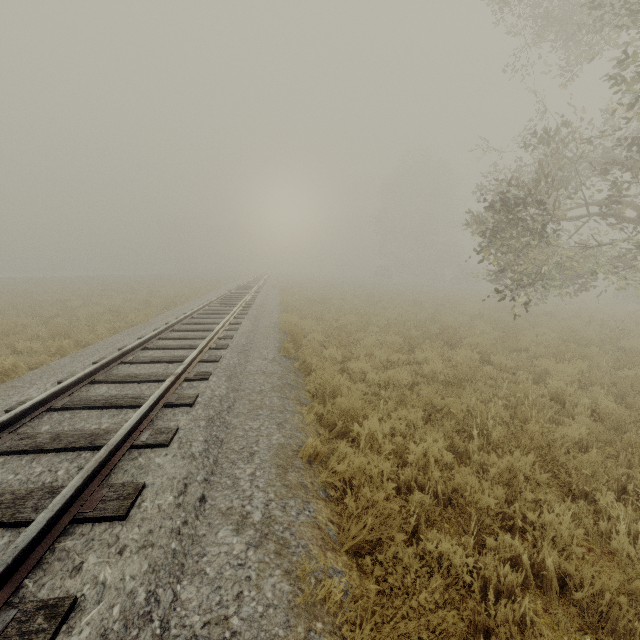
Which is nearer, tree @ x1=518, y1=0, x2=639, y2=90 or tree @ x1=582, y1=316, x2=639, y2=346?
tree @ x1=518, y1=0, x2=639, y2=90

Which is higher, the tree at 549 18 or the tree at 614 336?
the tree at 549 18

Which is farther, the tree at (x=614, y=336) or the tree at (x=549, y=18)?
the tree at (x=614, y=336)

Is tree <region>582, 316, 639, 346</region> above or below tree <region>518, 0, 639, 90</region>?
below

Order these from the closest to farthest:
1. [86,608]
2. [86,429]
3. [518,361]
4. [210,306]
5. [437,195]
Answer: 1. [86,608]
2. [86,429]
3. [518,361]
4. [210,306]
5. [437,195]
